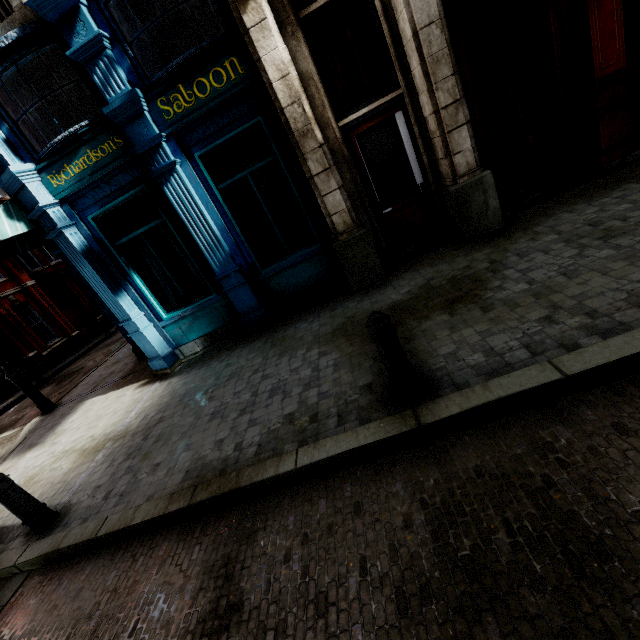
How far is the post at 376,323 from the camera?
2.9 meters

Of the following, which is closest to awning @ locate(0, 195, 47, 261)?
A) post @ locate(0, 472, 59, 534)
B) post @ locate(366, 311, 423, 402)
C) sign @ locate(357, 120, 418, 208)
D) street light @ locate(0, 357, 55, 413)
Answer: street light @ locate(0, 357, 55, 413)

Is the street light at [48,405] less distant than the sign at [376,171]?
No

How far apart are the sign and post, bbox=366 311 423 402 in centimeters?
431cm

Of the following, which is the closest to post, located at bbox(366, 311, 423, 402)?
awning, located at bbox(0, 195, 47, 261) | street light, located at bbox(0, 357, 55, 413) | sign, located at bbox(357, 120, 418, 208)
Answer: sign, located at bbox(357, 120, 418, 208)

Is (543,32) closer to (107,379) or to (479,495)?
(479,495)

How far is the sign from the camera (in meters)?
6.13

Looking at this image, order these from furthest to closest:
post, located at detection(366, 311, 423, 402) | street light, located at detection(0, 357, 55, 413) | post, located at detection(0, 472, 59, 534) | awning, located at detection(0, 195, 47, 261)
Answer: street light, located at detection(0, 357, 55, 413) < awning, located at detection(0, 195, 47, 261) < post, located at detection(0, 472, 59, 534) < post, located at detection(366, 311, 423, 402)
